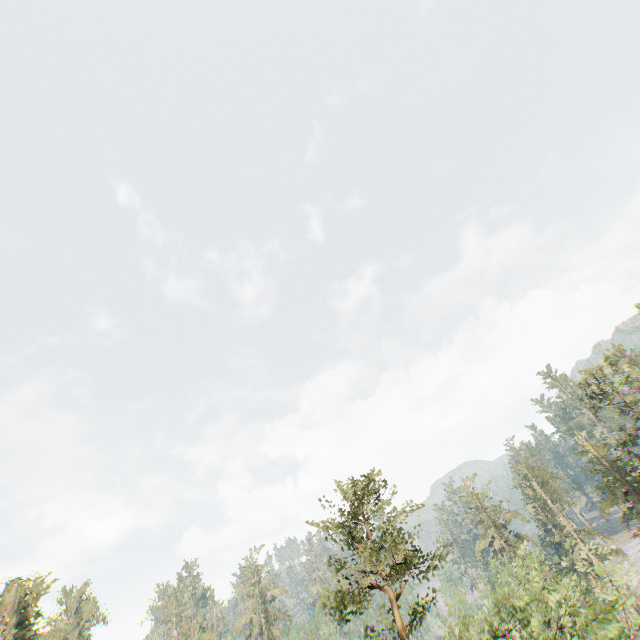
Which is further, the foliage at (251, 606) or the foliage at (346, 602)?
the foliage at (251, 606)

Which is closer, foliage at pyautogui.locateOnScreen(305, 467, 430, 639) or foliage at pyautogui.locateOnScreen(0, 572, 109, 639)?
foliage at pyautogui.locateOnScreen(305, 467, 430, 639)

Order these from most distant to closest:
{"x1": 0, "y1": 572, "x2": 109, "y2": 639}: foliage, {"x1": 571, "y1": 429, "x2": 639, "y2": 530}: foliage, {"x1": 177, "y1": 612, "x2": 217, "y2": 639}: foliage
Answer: {"x1": 177, "y1": 612, "x2": 217, "y2": 639}: foliage → {"x1": 571, "y1": 429, "x2": 639, "y2": 530}: foliage → {"x1": 0, "y1": 572, "x2": 109, "y2": 639}: foliage

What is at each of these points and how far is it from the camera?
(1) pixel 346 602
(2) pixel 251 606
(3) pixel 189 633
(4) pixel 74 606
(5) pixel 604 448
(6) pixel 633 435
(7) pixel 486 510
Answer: (1) foliage, 17.5 meters
(2) foliage, 59.6 meters
(3) foliage, 48.5 meters
(4) foliage, 53.1 meters
(5) foliage, 38.3 meters
(6) foliage, 34.1 meters
(7) foliage, 55.1 meters

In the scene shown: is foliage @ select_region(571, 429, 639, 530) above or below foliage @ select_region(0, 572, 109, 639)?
below

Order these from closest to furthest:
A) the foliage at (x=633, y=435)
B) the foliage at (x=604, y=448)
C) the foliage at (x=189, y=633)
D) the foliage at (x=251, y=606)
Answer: the foliage at (x=633, y=435), the foliage at (x=604, y=448), the foliage at (x=189, y=633), the foliage at (x=251, y=606)
